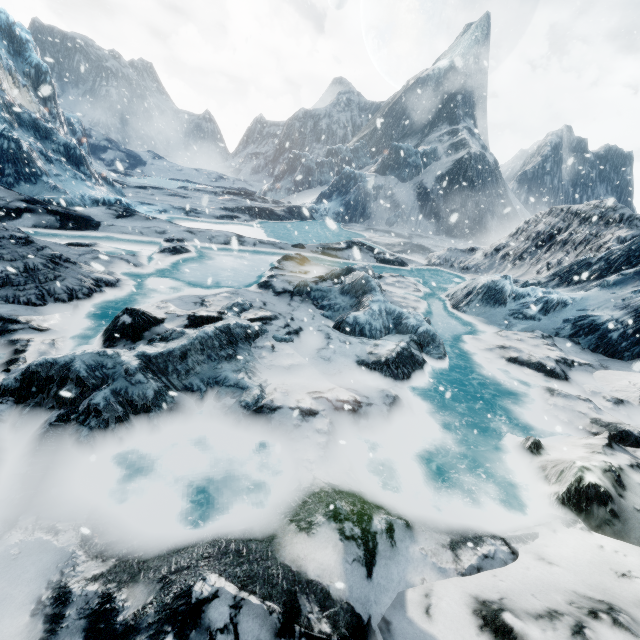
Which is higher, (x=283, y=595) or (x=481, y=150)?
(x=481, y=150)
